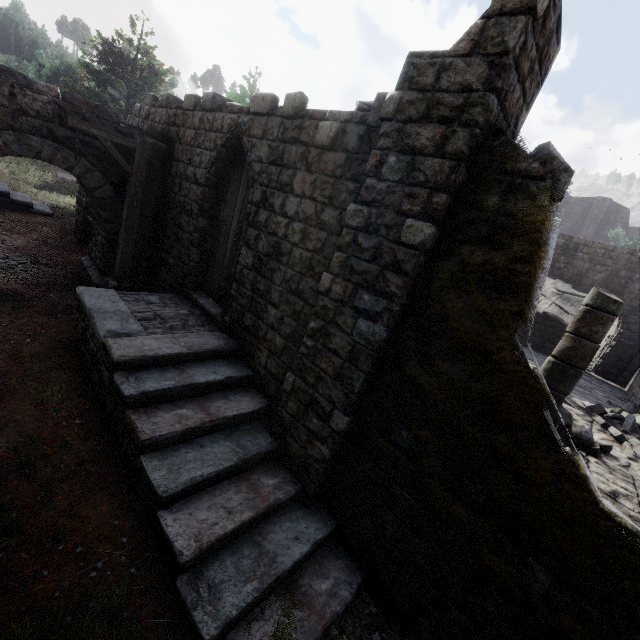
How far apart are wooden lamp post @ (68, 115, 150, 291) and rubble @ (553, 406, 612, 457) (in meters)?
9.67

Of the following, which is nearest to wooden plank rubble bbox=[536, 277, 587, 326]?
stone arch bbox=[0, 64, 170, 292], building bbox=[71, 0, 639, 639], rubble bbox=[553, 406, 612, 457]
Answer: building bbox=[71, 0, 639, 639]

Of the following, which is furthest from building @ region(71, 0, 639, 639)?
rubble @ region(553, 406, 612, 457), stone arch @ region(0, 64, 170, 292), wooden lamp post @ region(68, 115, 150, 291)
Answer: rubble @ region(553, 406, 612, 457)

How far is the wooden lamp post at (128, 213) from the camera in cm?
688

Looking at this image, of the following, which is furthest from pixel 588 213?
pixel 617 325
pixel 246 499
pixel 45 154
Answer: pixel 45 154

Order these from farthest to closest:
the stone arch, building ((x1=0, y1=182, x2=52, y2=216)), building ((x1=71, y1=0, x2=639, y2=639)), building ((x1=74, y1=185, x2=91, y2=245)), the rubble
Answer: building ((x1=0, y1=182, x2=52, y2=216))
building ((x1=74, y1=185, x2=91, y2=245))
the rubble
the stone arch
building ((x1=71, y1=0, x2=639, y2=639))

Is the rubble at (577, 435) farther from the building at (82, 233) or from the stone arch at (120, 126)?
the stone arch at (120, 126)

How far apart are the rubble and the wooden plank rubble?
7.0m
